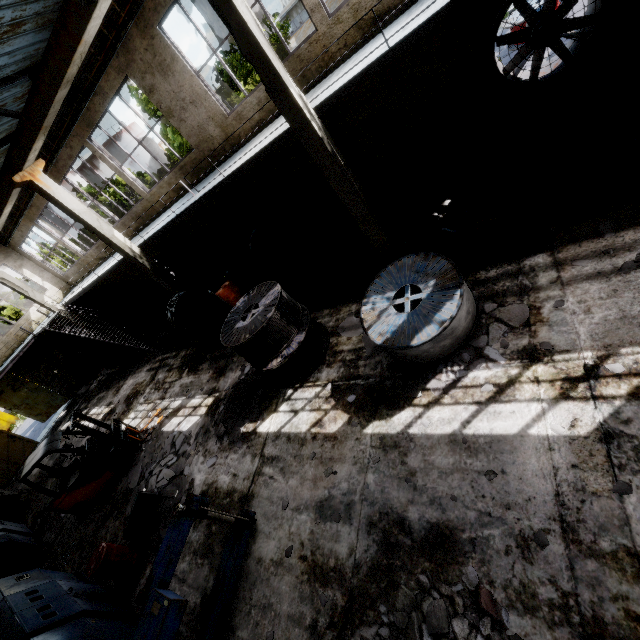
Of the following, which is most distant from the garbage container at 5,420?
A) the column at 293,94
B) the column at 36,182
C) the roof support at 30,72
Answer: the column at 293,94

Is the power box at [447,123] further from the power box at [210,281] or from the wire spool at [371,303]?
the power box at [210,281]

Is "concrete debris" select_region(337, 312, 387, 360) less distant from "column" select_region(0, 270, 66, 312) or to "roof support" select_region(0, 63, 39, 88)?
Result: "roof support" select_region(0, 63, 39, 88)

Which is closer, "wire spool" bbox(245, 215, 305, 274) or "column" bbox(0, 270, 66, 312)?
"wire spool" bbox(245, 215, 305, 274)

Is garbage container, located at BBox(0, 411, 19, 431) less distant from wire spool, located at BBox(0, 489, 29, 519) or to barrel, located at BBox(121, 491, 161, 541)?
wire spool, located at BBox(0, 489, 29, 519)

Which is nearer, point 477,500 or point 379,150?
point 477,500

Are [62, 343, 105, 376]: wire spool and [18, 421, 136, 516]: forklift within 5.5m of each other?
no

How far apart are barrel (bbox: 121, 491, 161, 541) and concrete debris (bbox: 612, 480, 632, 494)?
9.3 meters
